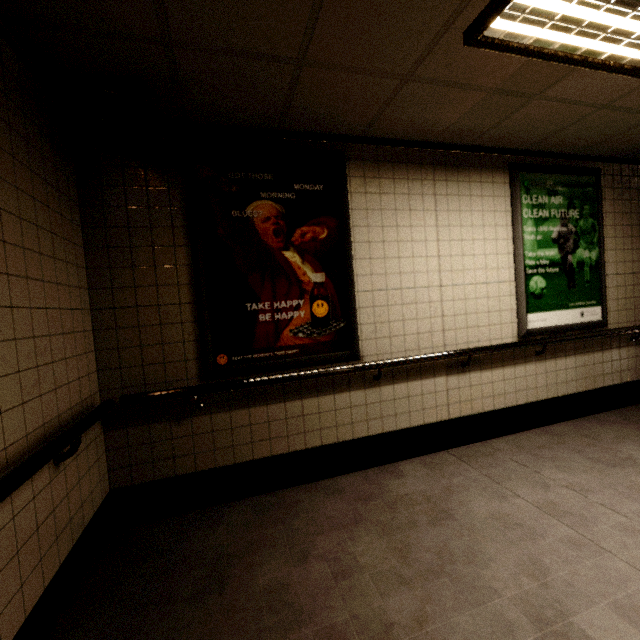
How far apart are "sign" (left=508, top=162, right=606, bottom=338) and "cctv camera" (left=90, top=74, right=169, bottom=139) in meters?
3.2

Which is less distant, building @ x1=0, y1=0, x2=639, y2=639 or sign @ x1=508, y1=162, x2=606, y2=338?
building @ x1=0, y1=0, x2=639, y2=639

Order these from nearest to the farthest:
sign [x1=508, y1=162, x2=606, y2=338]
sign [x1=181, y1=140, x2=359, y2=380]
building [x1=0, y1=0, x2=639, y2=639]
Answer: building [x1=0, y1=0, x2=639, y2=639] < sign [x1=181, y1=140, x2=359, y2=380] < sign [x1=508, y1=162, x2=606, y2=338]

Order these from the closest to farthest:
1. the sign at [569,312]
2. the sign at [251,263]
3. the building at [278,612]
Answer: the building at [278,612]
the sign at [251,263]
the sign at [569,312]

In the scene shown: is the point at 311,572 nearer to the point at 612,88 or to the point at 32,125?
the point at 32,125

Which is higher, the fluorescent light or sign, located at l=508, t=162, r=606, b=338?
the fluorescent light

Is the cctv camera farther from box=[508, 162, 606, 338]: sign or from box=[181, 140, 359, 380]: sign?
box=[508, 162, 606, 338]: sign

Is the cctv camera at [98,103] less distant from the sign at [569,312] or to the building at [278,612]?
the building at [278,612]
